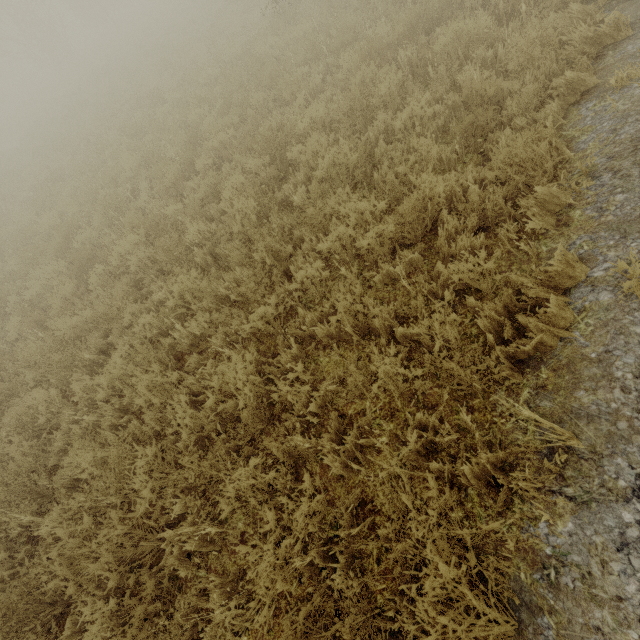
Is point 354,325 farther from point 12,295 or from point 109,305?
point 12,295
